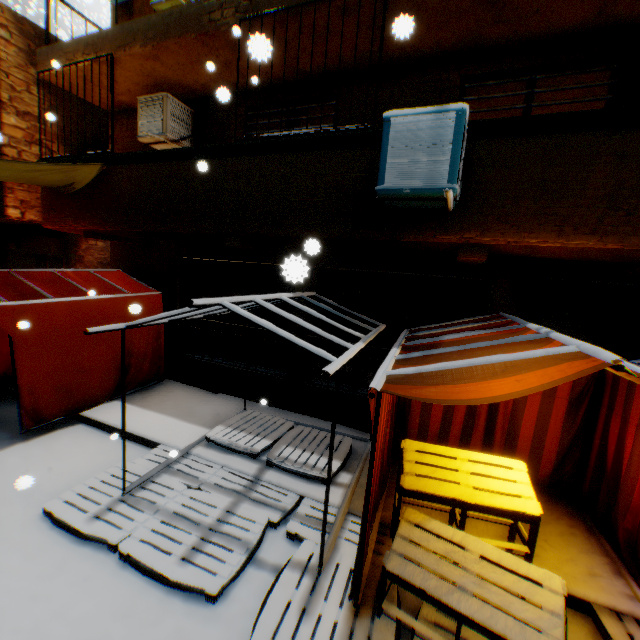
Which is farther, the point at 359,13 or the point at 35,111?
the point at 35,111

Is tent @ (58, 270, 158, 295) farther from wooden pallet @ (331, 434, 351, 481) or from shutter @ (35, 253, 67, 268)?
shutter @ (35, 253, 67, 268)

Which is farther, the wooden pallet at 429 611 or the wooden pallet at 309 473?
the wooden pallet at 309 473

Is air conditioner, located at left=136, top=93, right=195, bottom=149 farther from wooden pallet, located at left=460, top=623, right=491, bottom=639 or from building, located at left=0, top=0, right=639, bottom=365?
wooden pallet, located at left=460, top=623, right=491, bottom=639

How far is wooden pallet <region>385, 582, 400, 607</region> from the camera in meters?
2.9

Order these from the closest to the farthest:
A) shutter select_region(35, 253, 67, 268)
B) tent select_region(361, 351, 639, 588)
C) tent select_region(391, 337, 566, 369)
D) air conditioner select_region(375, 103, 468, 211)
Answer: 1. tent select_region(361, 351, 639, 588)
2. tent select_region(391, 337, 566, 369)
3. air conditioner select_region(375, 103, 468, 211)
4. shutter select_region(35, 253, 67, 268)

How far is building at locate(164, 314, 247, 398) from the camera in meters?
7.2 m

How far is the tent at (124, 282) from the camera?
→ 6.4 meters
